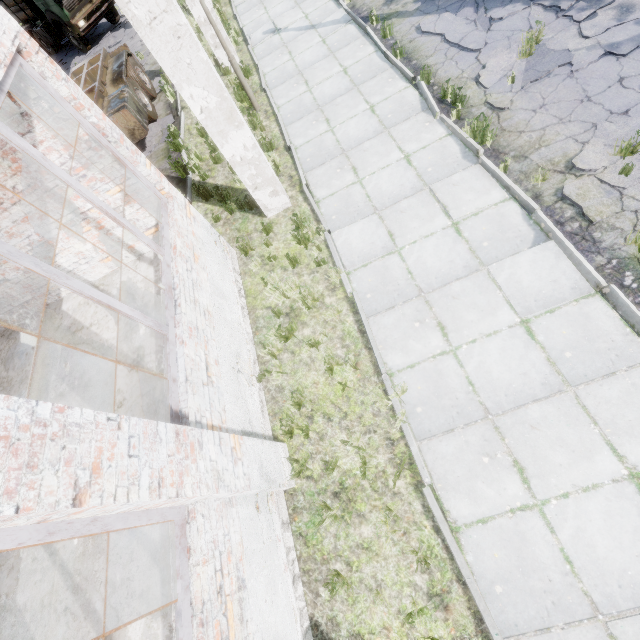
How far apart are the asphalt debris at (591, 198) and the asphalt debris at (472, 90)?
2.1m

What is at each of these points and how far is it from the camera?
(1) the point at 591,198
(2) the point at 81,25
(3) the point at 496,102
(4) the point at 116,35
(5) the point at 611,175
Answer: (1) asphalt debris, 4.78m
(2) truck, 15.52m
(3) asphalt debris, 6.12m
(4) asphalt debris, 16.52m
(5) asphalt debris, 4.82m

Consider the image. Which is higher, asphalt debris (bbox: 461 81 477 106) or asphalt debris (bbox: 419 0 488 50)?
asphalt debris (bbox: 419 0 488 50)

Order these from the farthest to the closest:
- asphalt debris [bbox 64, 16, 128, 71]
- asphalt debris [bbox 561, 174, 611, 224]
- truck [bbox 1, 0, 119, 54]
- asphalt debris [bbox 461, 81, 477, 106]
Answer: asphalt debris [bbox 64, 16, 128, 71], truck [bbox 1, 0, 119, 54], asphalt debris [bbox 461, 81, 477, 106], asphalt debris [bbox 561, 174, 611, 224]

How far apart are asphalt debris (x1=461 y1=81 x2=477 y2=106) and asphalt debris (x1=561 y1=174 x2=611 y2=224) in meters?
2.1

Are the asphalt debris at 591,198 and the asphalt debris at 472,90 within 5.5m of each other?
yes

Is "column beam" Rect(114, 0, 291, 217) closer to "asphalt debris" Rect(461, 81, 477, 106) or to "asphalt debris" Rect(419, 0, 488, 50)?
"asphalt debris" Rect(461, 81, 477, 106)

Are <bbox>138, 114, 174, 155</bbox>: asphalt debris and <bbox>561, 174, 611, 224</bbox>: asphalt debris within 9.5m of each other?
no
